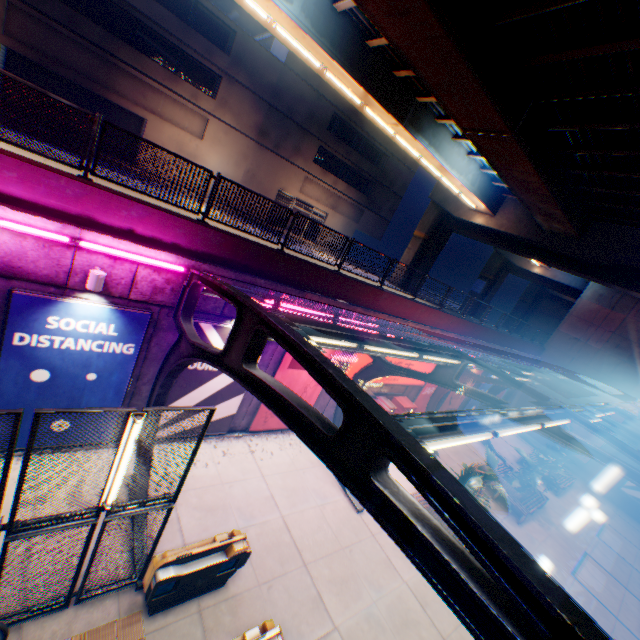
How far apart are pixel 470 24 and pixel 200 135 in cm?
2218

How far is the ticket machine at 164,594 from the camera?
6.36m

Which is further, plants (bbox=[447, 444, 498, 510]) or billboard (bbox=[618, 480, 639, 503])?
billboard (bbox=[618, 480, 639, 503])

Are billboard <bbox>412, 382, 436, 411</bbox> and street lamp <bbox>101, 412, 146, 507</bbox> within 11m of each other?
no

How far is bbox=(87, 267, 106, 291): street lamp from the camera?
6.9 meters

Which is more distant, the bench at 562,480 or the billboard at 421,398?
the bench at 562,480

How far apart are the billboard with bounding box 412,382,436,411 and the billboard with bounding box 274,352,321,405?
7.63m

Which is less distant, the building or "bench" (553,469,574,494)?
the building
